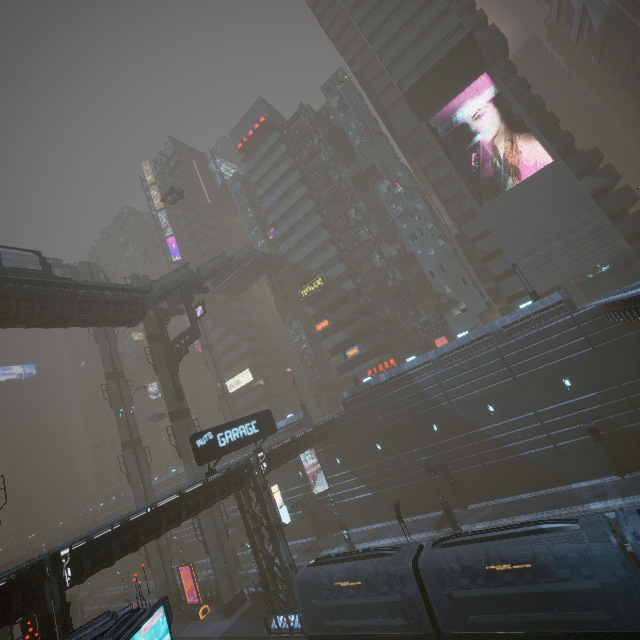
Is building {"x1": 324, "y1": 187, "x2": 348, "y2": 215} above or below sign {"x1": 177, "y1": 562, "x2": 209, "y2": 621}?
above

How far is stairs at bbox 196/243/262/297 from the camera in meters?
40.5 m

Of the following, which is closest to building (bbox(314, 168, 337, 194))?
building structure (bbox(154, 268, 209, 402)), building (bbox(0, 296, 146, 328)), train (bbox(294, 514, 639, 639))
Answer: train (bbox(294, 514, 639, 639))

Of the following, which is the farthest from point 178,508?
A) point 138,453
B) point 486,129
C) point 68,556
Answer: point 486,129

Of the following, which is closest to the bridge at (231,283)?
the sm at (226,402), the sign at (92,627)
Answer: the sm at (226,402)

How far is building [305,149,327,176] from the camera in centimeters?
5338cm

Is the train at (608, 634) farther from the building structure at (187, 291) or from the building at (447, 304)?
the building structure at (187, 291)

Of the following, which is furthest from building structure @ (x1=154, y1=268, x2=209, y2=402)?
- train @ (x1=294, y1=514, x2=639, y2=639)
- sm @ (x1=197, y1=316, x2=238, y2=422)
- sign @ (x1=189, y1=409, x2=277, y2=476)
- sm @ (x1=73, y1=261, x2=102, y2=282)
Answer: A: train @ (x1=294, y1=514, x2=639, y2=639)
